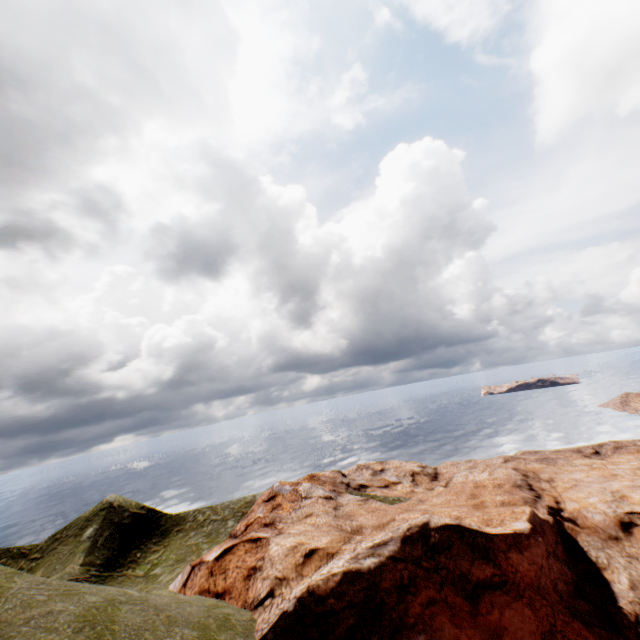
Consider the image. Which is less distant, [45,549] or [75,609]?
[75,609]
